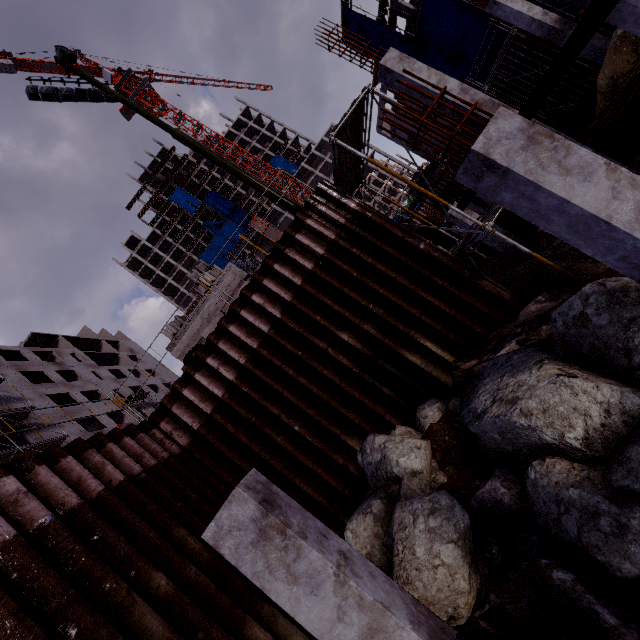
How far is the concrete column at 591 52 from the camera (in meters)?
14.10

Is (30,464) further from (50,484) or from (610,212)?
(610,212)

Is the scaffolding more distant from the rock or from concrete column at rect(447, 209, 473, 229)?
concrete column at rect(447, 209, 473, 229)

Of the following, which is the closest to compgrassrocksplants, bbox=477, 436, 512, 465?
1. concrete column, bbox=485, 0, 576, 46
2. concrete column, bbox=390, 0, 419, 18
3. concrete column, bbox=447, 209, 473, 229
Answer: concrete column, bbox=447, 209, 473, 229

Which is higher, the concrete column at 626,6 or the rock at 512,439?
the concrete column at 626,6

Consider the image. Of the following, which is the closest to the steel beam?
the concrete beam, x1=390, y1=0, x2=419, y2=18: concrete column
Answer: the concrete beam

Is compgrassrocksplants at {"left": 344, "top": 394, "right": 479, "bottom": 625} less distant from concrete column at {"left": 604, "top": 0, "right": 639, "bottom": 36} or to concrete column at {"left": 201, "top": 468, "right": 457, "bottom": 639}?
concrete column at {"left": 201, "top": 468, "right": 457, "bottom": 639}

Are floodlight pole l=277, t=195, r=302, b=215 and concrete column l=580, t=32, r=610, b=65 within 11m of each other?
no
